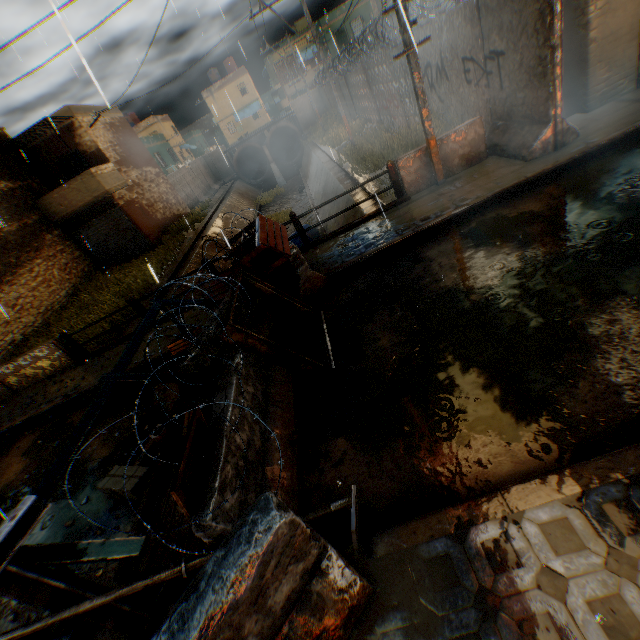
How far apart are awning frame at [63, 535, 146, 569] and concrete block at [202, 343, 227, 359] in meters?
0.1 m

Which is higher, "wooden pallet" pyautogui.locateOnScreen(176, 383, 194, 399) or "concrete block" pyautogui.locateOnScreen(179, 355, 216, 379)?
"concrete block" pyautogui.locateOnScreen(179, 355, 216, 379)

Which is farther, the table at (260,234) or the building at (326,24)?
the building at (326,24)

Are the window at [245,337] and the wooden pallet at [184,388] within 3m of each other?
yes

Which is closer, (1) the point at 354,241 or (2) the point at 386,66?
(1) the point at 354,241

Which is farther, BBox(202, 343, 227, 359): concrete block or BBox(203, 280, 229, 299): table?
BBox(203, 280, 229, 299): table

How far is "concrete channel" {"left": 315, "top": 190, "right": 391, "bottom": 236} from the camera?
9.9m

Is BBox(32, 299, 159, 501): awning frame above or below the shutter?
above
